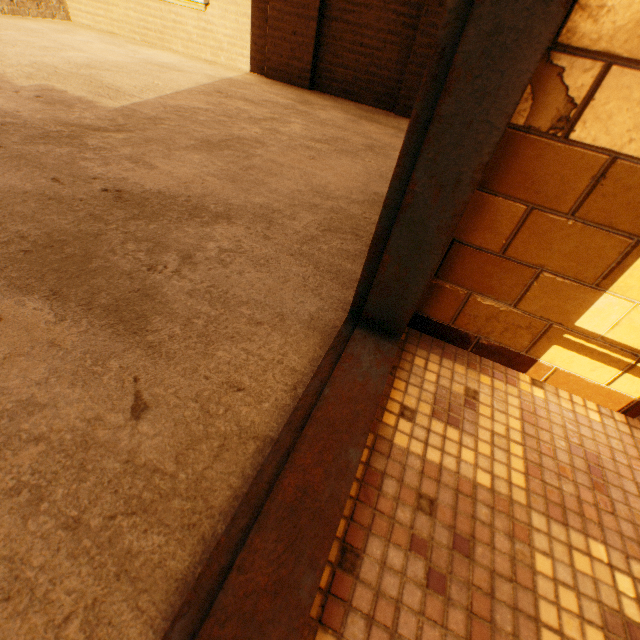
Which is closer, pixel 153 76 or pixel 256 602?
pixel 256 602
